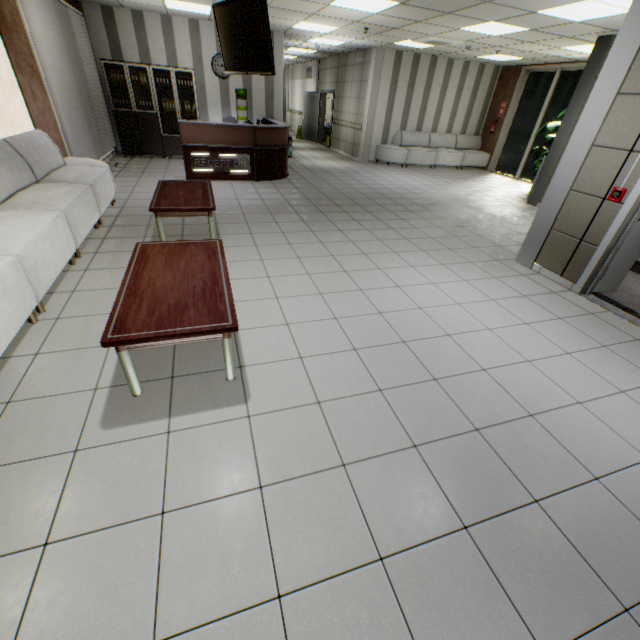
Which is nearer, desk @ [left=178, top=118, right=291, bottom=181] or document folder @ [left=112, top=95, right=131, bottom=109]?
desk @ [left=178, top=118, right=291, bottom=181]

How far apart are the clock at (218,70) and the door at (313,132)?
5.7m

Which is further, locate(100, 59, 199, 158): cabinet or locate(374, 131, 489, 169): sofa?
locate(374, 131, 489, 169): sofa

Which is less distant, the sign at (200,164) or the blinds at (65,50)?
the blinds at (65,50)

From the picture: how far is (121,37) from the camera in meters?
8.2

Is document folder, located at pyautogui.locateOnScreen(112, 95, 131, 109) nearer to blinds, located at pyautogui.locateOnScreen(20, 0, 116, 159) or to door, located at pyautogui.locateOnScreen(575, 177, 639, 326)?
blinds, located at pyautogui.locateOnScreen(20, 0, 116, 159)

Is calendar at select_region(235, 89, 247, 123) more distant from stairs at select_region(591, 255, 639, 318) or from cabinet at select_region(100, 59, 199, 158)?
stairs at select_region(591, 255, 639, 318)

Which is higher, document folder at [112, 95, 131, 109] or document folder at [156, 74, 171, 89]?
document folder at [156, 74, 171, 89]
